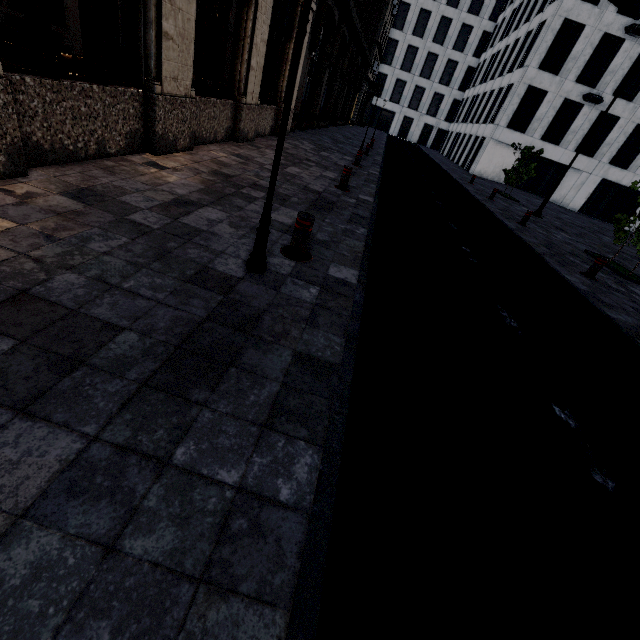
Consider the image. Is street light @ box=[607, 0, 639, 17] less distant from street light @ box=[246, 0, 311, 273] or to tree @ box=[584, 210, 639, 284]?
tree @ box=[584, 210, 639, 284]

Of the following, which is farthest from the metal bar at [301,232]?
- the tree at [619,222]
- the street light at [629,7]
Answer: the street light at [629,7]

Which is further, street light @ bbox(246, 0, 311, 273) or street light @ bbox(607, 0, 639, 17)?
street light @ bbox(607, 0, 639, 17)

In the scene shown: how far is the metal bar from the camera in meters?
4.0

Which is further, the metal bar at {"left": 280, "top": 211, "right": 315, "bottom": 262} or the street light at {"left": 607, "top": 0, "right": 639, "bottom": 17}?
the street light at {"left": 607, "top": 0, "right": 639, "bottom": 17}

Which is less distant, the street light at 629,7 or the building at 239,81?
the building at 239,81

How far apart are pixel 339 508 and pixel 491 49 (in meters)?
53.20

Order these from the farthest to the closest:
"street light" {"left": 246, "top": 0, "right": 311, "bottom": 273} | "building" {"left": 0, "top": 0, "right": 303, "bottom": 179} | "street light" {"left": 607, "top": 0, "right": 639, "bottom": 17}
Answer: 1. "street light" {"left": 607, "top": 0, "right": 639, "bottom": 17}
2. "building" {"left": 0, "top": 0, "right": 303, "bottom": 179}
3. "street light" {"left": 246, "top": 0, "right": 311, "bottom": 273}
